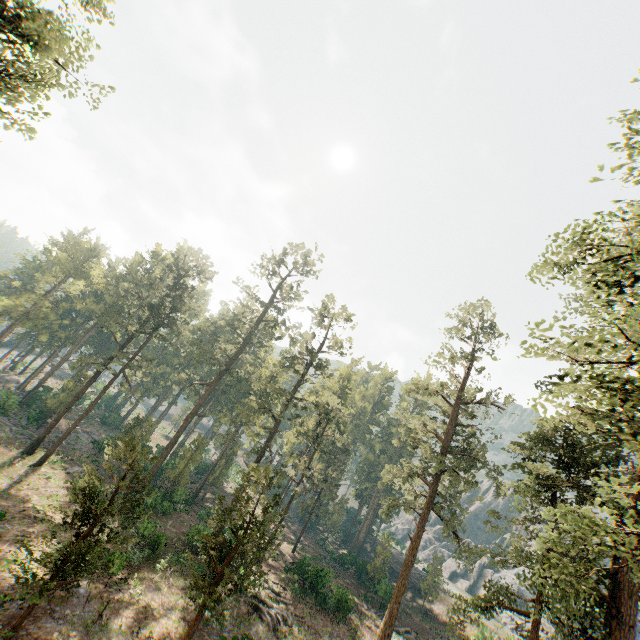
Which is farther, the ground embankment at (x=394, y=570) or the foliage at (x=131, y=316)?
the ground embankment at (x=394, y=570)

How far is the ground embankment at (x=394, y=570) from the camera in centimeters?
5086cm

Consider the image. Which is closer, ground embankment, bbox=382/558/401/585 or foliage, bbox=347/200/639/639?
foliage, bbox=347/200/639/639

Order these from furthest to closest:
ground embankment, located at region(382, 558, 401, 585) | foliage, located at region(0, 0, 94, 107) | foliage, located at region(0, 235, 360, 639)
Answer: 1. ground embankment, located at region(382, 558, 401, 585)
2. foliage, located at region(0, 235, 360, 639)
3. foliage, located at region(0, 0, 94, 107)

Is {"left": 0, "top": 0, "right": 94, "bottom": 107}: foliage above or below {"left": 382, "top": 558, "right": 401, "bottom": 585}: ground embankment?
above

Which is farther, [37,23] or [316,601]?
[316,601]

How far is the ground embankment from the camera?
50.86m
